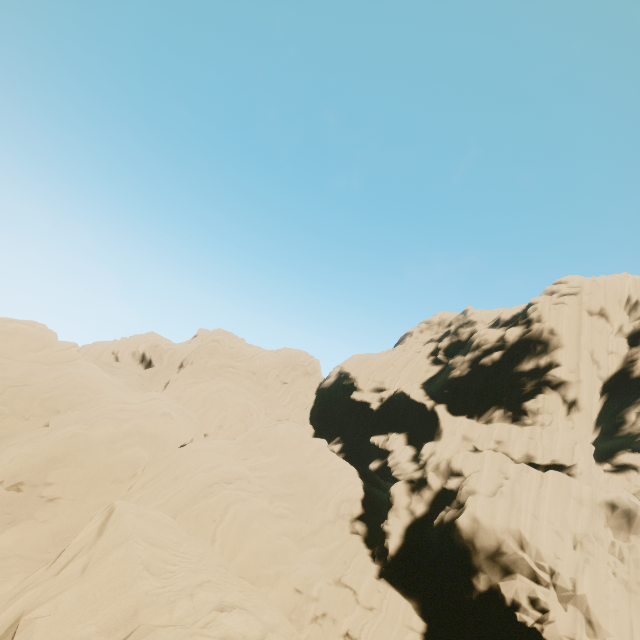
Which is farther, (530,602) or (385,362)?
(385,362)
